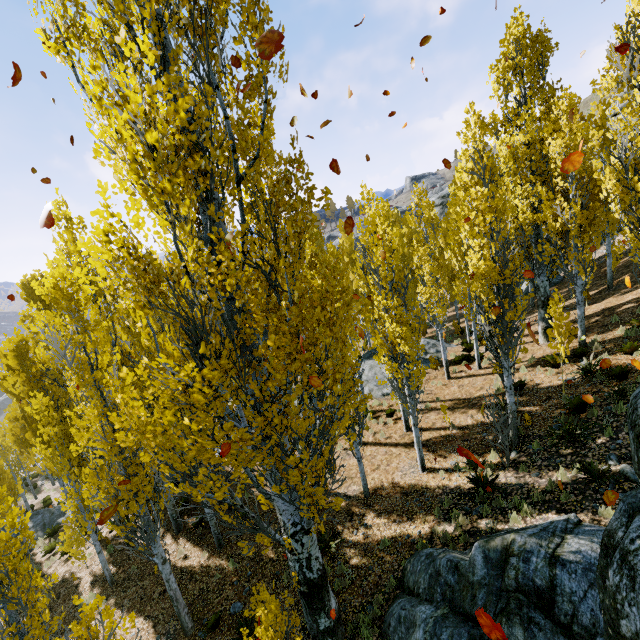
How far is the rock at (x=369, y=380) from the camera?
18.0m

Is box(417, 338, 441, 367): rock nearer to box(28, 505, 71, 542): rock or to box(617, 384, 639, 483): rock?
box(28, 505, 71, 542): rock

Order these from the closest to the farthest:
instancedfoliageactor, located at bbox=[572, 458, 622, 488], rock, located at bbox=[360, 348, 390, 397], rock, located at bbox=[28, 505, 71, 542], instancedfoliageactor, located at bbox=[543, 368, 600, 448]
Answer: instancedfoliageactor, located at bbox=[572, 458, 622, 488] < instancedfoliageactor, located at bbox=[543, 368, 600, 448] < rock, located at bbox=[360, 348, 390, 397] < rock, located at bbox=[28, 505, 71, 542]

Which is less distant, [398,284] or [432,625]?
[432,625]

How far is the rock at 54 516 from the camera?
19.17m

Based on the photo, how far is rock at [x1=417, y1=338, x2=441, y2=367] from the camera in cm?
1961

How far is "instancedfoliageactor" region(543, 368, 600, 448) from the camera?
8.98m

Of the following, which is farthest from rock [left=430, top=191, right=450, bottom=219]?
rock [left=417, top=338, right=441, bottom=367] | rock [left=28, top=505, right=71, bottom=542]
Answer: rock [left=28, top=505, right=71, bottom=542]
